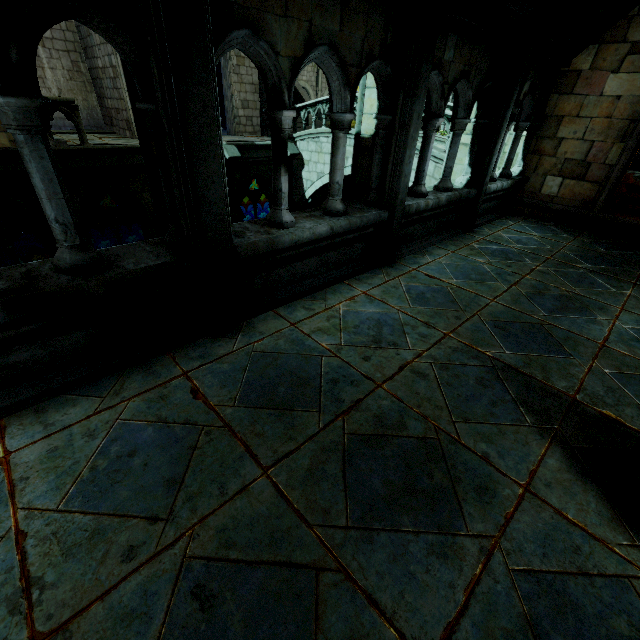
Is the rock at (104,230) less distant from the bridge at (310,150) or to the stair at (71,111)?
the stair at (71,111)

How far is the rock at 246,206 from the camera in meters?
22.8

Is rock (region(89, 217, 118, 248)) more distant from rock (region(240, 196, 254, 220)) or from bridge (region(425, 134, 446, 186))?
bridge (region(425, 134, 446, 186))

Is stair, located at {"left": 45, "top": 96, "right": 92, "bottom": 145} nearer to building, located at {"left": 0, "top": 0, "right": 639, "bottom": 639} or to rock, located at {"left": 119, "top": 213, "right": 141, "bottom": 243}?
rock, located at {"left": 119, "top": 213, "right": 141, "bottom": 243}

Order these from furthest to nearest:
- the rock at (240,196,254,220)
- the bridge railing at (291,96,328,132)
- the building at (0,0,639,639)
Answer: the rock at (240,196,254,220) → the bridge railing at (291,96,328,132) → the building at (0,0,639,639)

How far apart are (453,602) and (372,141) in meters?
5.3

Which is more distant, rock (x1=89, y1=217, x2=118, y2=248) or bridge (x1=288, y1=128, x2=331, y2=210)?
rock (x1=89, y1=217, x2=118, y2=248)

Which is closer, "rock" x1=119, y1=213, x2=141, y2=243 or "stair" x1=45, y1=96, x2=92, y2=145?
"stair" x1=45, y1=96, x2=92, y2=145
